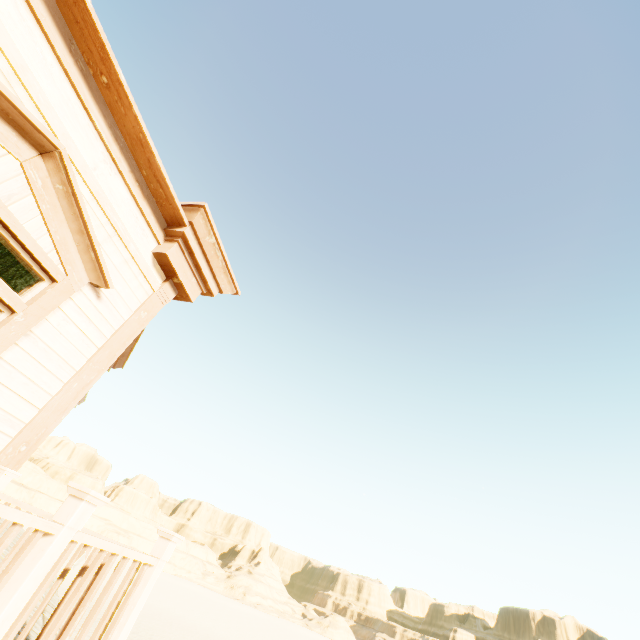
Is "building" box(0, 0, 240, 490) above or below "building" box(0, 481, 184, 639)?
above

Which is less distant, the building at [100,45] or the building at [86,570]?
the building at [86,570]

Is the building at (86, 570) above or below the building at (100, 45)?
below

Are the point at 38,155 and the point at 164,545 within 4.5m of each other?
yes

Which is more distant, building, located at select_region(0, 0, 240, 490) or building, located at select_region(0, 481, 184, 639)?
building, located at select_region(0, 0, 240, 490)
